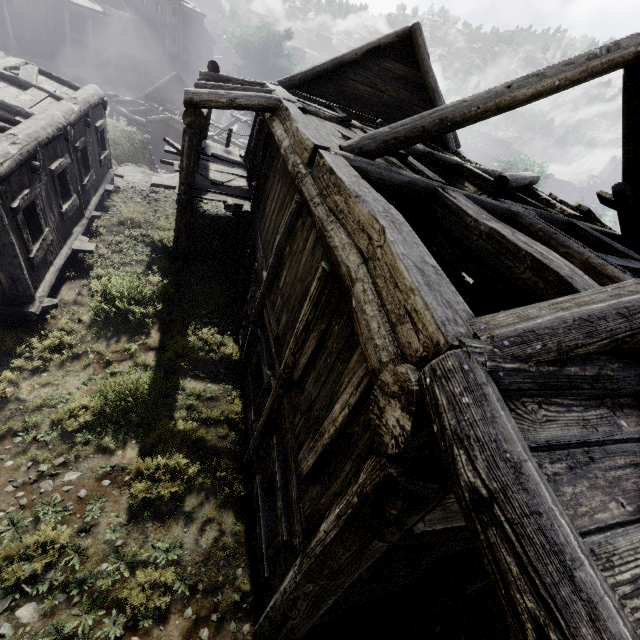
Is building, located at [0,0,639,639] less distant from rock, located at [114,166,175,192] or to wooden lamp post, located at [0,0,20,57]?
rock, located at [114,166,175,192]

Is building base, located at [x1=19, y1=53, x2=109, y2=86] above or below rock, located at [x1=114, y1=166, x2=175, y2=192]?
below

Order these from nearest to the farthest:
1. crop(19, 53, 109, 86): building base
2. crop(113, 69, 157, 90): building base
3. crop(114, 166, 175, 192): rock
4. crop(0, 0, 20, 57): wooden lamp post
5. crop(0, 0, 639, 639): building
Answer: crop(0, 0, 639, 639): building → crop(114, 166, 175, 192): rock → crop(0, 0, 20, 57): wooden lamp post → crop(19, 53, 109, 86): building base → crop(113, 69, 157, 90): building base

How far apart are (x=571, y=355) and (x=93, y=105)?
14.7 meters

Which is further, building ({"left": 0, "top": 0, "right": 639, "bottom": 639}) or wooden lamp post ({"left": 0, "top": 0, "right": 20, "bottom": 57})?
wooden lamp post ({"left": 0, "top": 0, "right": 20, "bottom": 57})

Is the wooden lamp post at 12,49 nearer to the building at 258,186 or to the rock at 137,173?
the building at 258,186

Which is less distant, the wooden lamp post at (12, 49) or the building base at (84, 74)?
the wooden lamp post at (12, 49)

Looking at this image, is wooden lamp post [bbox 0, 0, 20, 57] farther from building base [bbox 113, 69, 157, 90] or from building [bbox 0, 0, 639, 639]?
building [bbox 0, 0, 639, 639]
